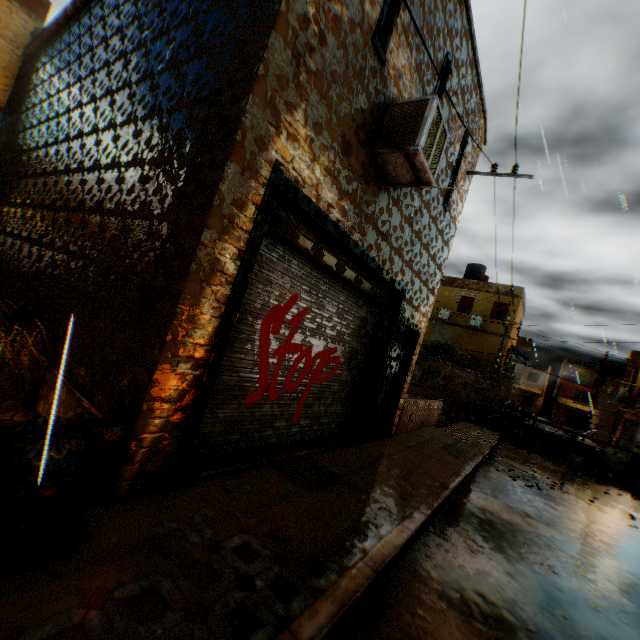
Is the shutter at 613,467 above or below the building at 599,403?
below

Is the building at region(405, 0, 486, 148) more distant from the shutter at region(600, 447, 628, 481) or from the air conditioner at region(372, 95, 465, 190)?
the shutter at region(600, 447, 628, 481)

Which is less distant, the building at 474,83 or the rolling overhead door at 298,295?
the rolling overhead door at 298,295

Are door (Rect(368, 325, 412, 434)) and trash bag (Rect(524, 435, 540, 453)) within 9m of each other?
no

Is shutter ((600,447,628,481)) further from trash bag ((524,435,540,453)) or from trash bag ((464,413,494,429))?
trash bag ((464,413,494,429))

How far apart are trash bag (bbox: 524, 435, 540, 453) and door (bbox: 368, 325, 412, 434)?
10.7 meters

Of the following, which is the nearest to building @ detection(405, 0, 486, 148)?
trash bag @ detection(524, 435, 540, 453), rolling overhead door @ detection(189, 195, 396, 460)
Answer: → rolling overhead door @ detection(189, 195, 396, 460)

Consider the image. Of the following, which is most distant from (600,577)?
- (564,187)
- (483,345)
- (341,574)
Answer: (483,345)
